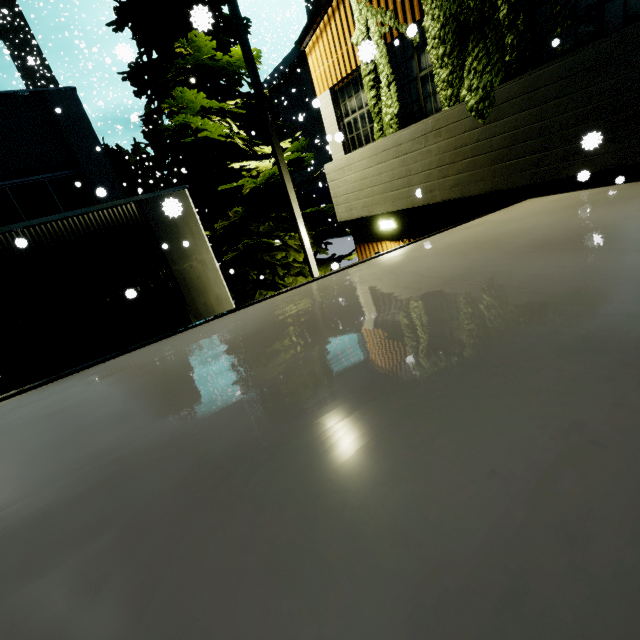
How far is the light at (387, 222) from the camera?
6.95m

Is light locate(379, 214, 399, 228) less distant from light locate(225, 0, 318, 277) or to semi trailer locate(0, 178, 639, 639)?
light locate(225, 0, 318, 277)

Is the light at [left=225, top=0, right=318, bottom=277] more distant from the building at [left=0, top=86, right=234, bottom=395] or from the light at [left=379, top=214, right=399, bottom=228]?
the light at [left=379, top=214, right=399, bottom=228]

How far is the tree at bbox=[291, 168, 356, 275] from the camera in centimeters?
934cm

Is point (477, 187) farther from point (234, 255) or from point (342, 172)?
point (234, 255)

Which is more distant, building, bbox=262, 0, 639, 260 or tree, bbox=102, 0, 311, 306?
tree, bbox=102, 0, 311, 306

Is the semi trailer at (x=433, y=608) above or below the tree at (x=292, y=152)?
below
